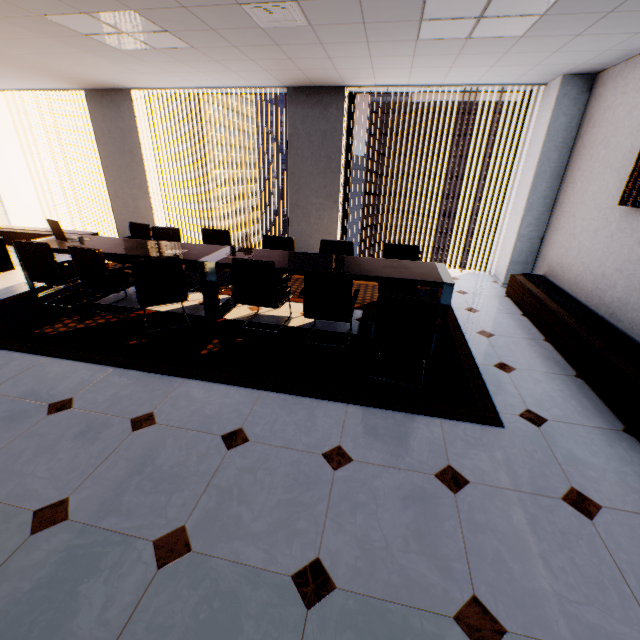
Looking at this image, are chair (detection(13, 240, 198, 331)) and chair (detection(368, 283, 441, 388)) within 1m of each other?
no

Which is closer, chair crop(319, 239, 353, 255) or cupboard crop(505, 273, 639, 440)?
cupboard crop(505, 273, 639, 440)

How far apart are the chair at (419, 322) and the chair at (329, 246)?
1.1m

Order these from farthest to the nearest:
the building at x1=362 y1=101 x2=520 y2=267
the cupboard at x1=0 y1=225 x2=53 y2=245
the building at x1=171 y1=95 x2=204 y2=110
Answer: the building at x1=171 y1=95 x2=204 y2=110 < the building at x1=362 y1=101 x2=520 y2=267 < the cupboard at x1=0 y1=225 x2=53 y2=245

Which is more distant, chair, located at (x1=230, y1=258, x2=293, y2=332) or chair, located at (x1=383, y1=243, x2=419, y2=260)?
chair, located at (x1=383, y1=243, x2=419, y2=260)

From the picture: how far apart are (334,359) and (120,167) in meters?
6.4 m

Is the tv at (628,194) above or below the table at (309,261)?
above

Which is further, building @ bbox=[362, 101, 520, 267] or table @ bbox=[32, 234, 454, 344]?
building @ bbox=[362, 101, 520, 267]
